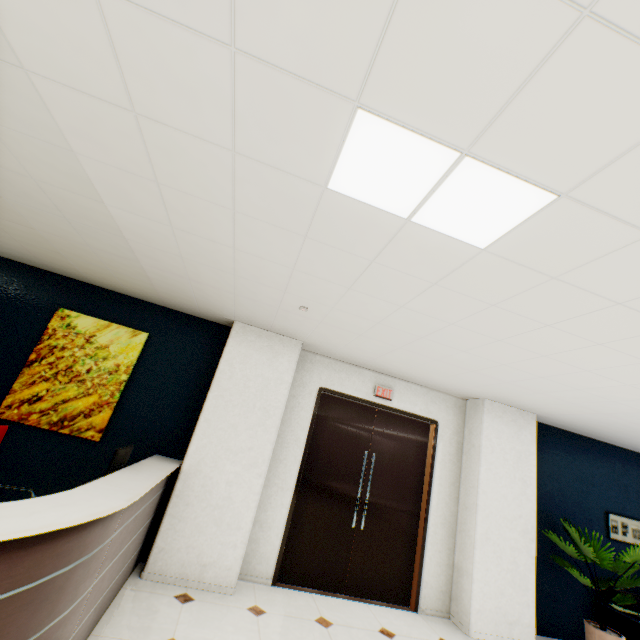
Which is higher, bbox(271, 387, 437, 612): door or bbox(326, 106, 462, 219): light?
bbox(326, 106, 462, 219): light

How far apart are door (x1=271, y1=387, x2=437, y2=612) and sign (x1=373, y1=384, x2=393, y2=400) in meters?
0.1

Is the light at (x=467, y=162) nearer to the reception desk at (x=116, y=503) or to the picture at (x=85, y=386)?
the reception desk at (x=116, y=503)

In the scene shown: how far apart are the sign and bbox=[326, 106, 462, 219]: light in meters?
3.5 m

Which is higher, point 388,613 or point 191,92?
point 191,92

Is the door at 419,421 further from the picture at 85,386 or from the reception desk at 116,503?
the picture at 85,386

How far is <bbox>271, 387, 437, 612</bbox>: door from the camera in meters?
4.3

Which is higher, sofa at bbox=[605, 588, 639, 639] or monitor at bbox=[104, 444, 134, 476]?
monitor at bbox=[104, 444, 134, 476]
